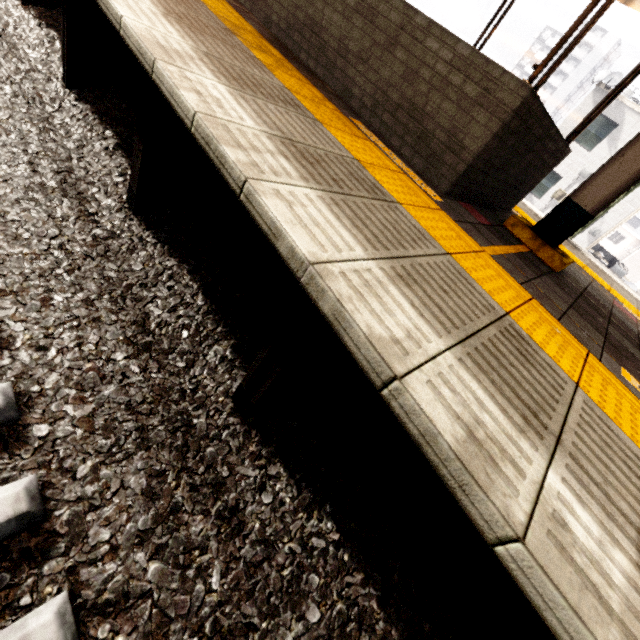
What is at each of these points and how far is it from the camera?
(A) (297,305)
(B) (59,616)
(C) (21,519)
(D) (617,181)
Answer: (A) platform underside, 1.5 meters
(B) train track, 1.2 meters
(C) train track, 1.3 meters
(D) awning structure, 3.1 meters

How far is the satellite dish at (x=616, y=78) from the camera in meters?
15.8 m

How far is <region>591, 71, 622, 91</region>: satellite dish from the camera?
15.8m

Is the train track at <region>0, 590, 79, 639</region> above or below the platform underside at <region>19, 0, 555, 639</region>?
below

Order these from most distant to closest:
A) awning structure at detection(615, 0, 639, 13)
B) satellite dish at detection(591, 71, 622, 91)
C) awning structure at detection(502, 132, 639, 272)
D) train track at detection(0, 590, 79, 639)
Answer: satellite dish at detection(591, 71, 622, 91), awning structure at detection(615, 0, 639, 13), awning structure at detection(502, 132, 639, 272), train track at detection(0, 590, 79, 639)

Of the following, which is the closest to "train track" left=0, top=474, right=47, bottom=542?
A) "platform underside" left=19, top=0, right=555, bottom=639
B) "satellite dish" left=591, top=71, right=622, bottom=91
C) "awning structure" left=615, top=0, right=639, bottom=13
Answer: "platform underside" left=19, top=0, right=555, bottom=639

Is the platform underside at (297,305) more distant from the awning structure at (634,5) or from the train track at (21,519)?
the awning structure at (634,5)

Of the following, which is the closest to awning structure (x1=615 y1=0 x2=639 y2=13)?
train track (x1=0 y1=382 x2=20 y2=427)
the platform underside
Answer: the platform underside
